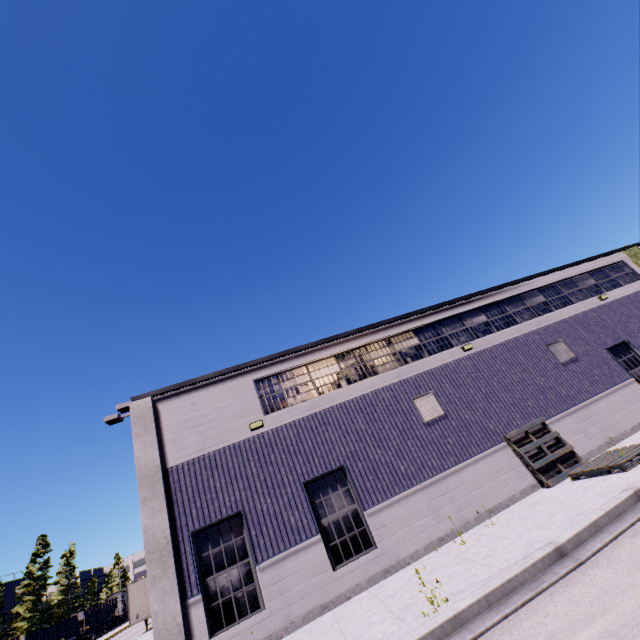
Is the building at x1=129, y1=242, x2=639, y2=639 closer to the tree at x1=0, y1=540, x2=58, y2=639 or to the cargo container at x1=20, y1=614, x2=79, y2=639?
the cargo container at x1=20, y1=614, x2=79, y2=639

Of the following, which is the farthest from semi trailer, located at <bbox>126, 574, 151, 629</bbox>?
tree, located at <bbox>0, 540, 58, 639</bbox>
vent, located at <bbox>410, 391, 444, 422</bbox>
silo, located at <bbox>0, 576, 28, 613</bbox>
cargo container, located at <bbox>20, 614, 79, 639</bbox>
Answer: tree, located at <bbox>0, 540, 58, 639</bbox>

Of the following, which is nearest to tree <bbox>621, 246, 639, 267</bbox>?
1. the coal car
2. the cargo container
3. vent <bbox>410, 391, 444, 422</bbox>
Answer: vent <bbox>410, 391, 444, 422</bbox>

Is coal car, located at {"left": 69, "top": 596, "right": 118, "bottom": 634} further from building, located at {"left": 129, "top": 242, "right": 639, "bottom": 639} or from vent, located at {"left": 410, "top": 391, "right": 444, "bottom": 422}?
vent, located at {"left": 410, "top": 391, "right": 444, "bottom": 422}

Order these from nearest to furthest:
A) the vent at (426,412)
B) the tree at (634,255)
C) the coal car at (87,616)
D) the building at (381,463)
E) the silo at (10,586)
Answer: the building at (381,463) < the vent at (426,412) < the tree at (634,255) < the coal car at (87,616) < the silo at (10,586)

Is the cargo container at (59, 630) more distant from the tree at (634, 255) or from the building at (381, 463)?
the tree at (634, 255)

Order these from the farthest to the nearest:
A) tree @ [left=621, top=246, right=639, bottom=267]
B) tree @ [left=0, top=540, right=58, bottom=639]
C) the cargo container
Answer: tree @ [left=0, top=540, right=58, bottom=639] → the cargo container → tree @ [left=621, top=246, right=639, bottom=267]

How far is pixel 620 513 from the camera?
6.7m
